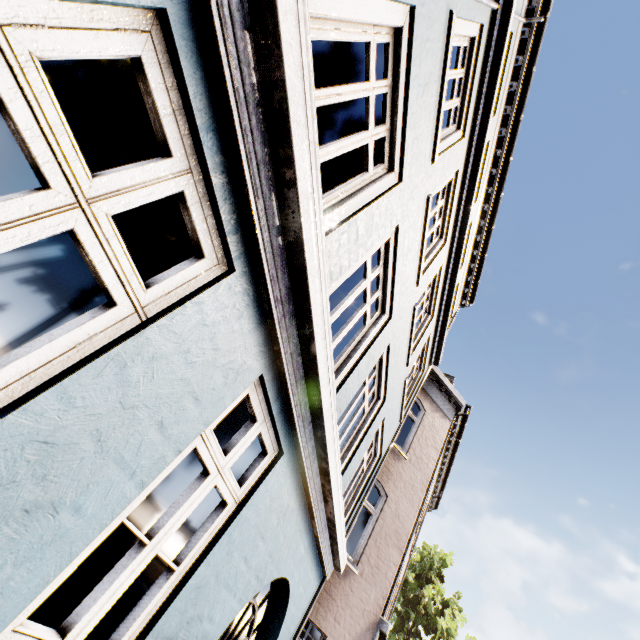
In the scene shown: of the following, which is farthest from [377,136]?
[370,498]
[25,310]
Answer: [370,498]
